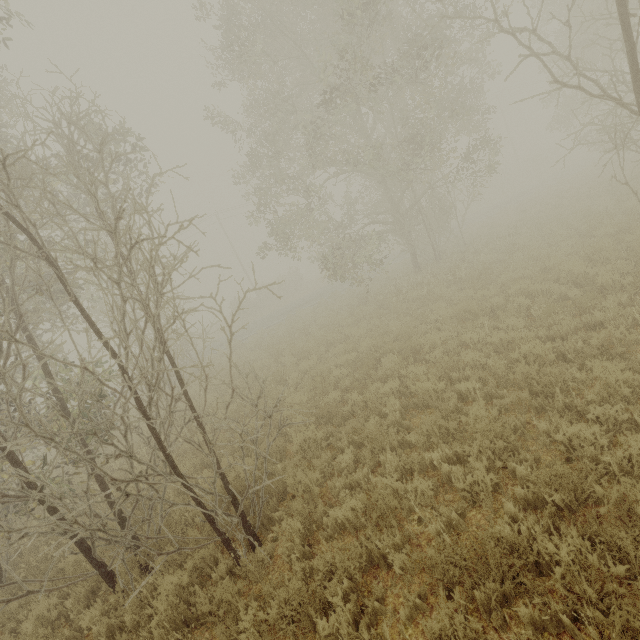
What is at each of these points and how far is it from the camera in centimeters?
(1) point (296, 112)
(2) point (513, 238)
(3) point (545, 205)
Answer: (1) tree, 1343cm
(2) tree, 1460cm
(3) tree, 1833cm

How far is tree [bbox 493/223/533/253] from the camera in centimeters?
1338cm

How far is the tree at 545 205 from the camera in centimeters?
1605cm

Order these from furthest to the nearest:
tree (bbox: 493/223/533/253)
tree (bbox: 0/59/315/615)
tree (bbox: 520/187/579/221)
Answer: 1. tree (bbox: 520/187/579/221)
2. tree (bbox: 493/223/533/253)
3. tree (bbox: 0/59/315/615)

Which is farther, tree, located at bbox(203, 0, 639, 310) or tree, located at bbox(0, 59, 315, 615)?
tree, located at bbox(203, 0, 639, 310)

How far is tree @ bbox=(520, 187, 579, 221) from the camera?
16.05m

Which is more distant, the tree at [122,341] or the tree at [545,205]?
the tree at [545,205]

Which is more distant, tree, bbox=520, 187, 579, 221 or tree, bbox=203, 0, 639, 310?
tree, bbox=520, 187, 579, 221
